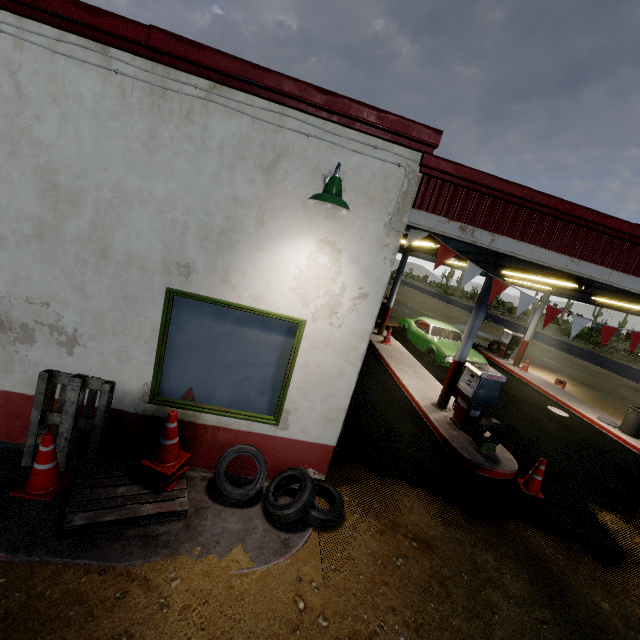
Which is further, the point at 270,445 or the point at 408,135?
the point at 270,445

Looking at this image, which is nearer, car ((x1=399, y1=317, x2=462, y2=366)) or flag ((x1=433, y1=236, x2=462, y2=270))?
flag ((x1=433, y1=236, x2=462, y2=270))

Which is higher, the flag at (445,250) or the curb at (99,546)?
the flag at (445,250)

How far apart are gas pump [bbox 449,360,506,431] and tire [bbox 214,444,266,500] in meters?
4.2

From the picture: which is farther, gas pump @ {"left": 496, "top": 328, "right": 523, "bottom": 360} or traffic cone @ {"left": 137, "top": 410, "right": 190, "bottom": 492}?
gas pump @ {"left": 496, "top": 328, "right": 523, "bottom": 360}

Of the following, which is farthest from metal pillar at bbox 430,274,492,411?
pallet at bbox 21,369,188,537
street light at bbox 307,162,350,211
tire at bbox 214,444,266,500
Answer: pallet at bbox 21,369,188,537

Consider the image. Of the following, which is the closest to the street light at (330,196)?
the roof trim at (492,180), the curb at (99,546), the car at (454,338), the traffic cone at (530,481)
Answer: the roof trim at (492,180)

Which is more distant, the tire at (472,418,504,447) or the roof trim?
the tire at (472,418,504,447)
